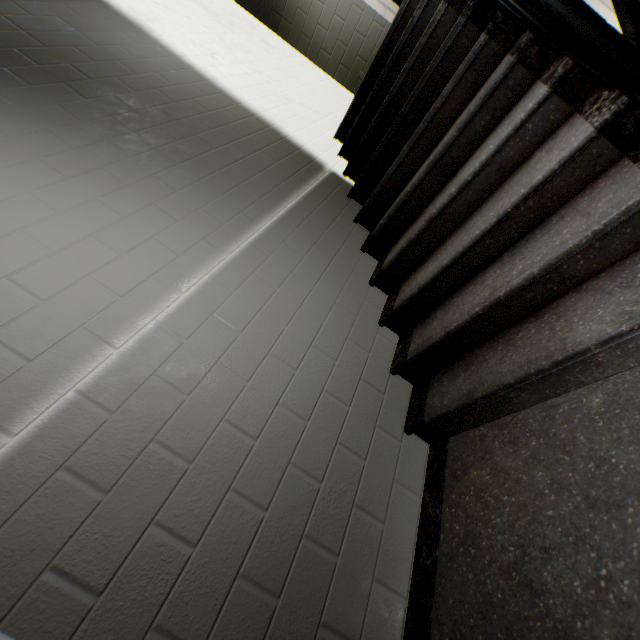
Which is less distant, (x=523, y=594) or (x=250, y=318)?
(x=523, y=594)
